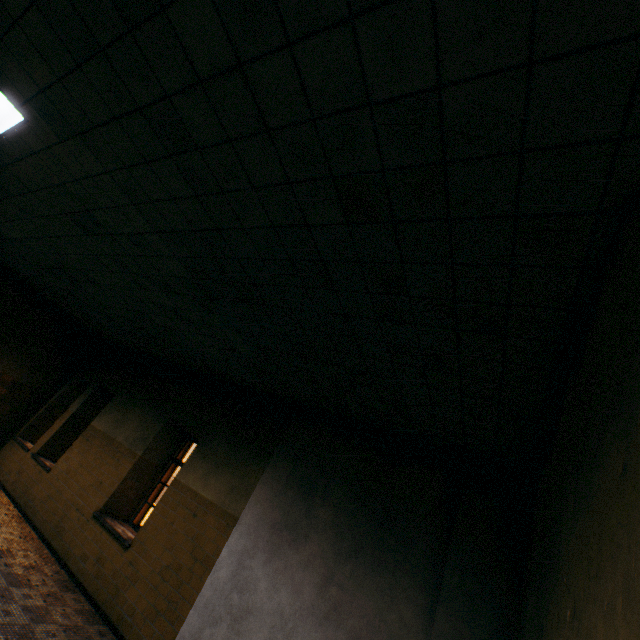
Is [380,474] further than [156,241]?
Yes
